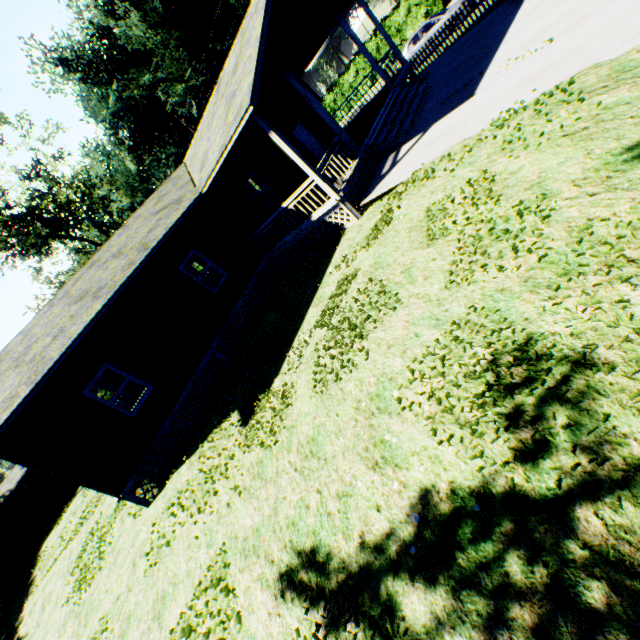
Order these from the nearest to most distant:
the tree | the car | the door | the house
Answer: the house
the door
the car
the tree

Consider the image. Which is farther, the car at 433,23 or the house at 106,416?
the car at 433,23

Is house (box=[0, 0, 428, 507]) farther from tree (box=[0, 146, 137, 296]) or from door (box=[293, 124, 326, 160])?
tree (box=[0, 146, 137, 296])

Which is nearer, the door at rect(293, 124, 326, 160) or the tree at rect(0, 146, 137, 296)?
the door at rect(293, 124, 326, 160)

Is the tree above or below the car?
above

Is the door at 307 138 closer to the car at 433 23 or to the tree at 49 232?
the car at 433 23

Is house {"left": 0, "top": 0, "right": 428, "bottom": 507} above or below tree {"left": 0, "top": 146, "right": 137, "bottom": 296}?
below

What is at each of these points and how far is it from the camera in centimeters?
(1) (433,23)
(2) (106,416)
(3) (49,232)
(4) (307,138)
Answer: (1) car, 1830cm
(2) house, 955cm
(3) tree, 2792cm
(4) door, 1731cm
